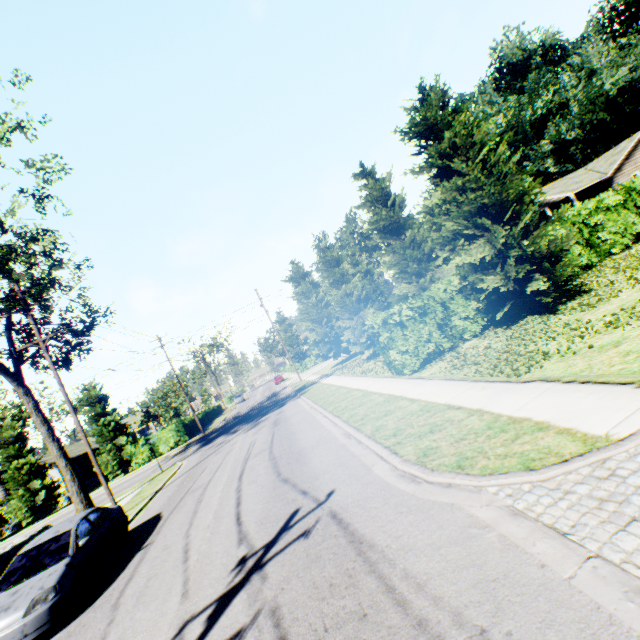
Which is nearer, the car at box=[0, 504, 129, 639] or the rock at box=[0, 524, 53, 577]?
the car at box=[0, 504, 129, 639]

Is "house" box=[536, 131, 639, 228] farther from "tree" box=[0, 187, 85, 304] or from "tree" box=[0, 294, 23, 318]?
"tree" box=[0, 187, 85, 304]

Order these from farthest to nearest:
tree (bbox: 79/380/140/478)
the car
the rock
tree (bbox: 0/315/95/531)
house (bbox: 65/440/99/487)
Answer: house (bbox: 65/440/99/487) → tree (bbox: 79/380/140/478) → tree (bbox: 0/315/95/531) → the rock → the car

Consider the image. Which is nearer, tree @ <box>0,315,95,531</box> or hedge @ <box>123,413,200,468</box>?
tree @ <box>0,315,95,531</box>

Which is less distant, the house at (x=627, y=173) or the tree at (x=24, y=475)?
the tree at (x=24, y=475)

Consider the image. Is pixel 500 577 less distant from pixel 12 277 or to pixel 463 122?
pixel 463 122

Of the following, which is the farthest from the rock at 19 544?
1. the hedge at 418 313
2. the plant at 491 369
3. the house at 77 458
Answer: the plant at 491 369

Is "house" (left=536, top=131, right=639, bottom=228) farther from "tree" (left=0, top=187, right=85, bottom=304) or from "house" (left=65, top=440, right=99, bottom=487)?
"tree" (left=0, top=187, right=85, bottom=304)
